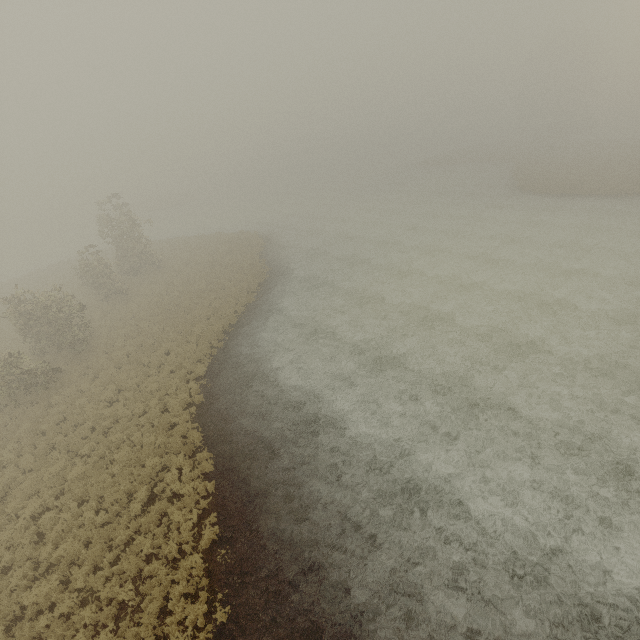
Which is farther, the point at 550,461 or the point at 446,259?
the point at 446,259
